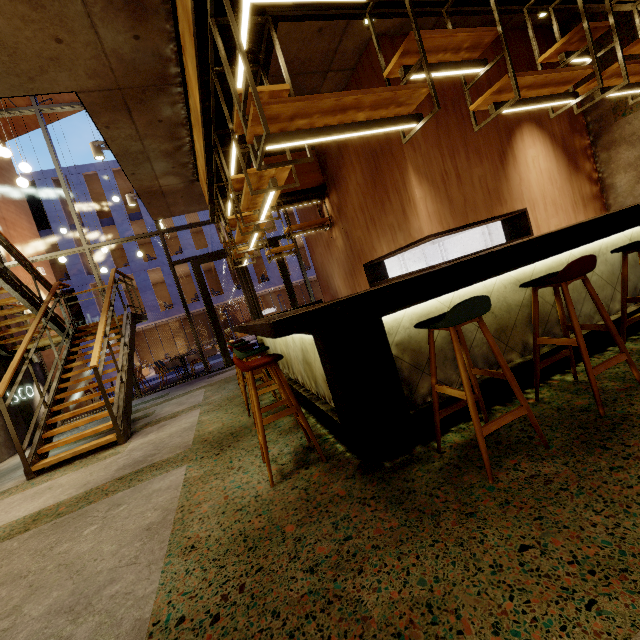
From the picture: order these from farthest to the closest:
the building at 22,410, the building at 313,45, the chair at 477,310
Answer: the building at 22,410
the building at 313,45
the chair at 477,310

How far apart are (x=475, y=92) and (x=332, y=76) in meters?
2.3

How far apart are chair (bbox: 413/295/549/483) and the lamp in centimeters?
600cm

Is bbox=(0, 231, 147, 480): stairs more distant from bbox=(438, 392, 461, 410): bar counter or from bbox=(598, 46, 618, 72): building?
bbox=(438, 392, 461, 410): bar counter

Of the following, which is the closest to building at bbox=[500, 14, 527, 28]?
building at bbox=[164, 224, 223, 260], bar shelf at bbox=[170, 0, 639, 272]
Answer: bar shelf at bbox=[170, 0, 639, 272]

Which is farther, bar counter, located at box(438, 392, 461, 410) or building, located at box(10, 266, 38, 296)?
building, located at box(10, 266, 38, 296)

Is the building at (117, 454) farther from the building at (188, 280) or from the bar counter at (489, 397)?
the building at (188, 280)

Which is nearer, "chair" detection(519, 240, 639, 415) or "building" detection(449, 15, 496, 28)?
"chair" detection(519, 240, 639, 415)
